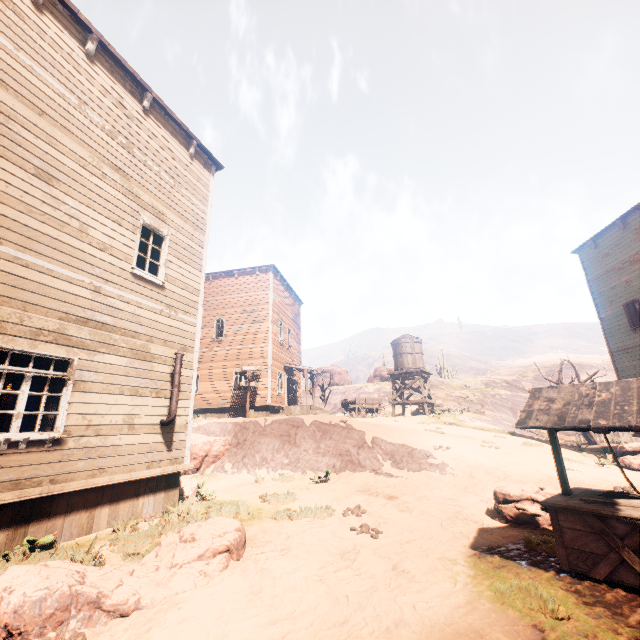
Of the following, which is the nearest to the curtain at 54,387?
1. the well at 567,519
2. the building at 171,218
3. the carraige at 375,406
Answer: the building at 171,218

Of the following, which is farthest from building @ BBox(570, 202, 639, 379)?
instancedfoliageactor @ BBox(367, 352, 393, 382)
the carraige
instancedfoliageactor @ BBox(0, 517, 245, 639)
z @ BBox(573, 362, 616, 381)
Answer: z @ BBox(573, 362, 616, 381)

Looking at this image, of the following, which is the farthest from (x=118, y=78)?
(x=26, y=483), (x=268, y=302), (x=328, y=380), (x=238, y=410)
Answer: (x=328, y=380)

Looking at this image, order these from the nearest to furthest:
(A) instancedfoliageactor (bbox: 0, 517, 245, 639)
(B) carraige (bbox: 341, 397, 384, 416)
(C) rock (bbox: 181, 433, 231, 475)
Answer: (A) instancedfoliageactor (bbox: 0, 517, 245, 639)
(C) rock (bbox: 181, 433, 231, 475)
(B) carraige (bbox: 341, 397, 384, 416)

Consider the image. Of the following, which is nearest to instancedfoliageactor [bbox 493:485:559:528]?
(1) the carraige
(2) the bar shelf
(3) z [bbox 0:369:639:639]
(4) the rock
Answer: (3) z [bbox 0:369:639:639]

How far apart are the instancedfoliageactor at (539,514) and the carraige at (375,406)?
18.12m

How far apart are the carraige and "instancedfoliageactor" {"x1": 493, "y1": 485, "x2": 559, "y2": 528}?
18.1 meters

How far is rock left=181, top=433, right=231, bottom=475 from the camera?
13.5m
